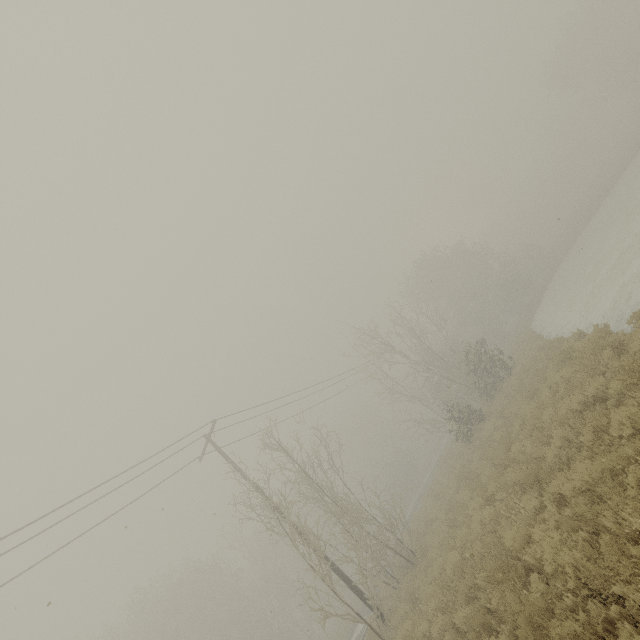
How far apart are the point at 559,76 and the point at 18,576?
65.7m
